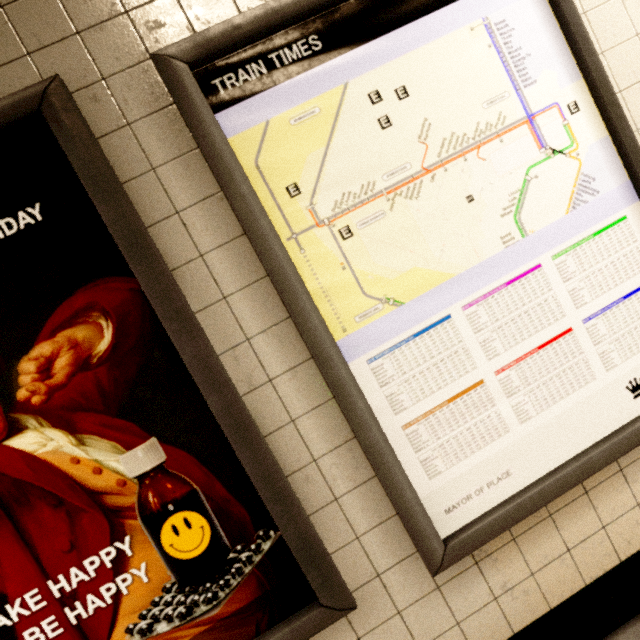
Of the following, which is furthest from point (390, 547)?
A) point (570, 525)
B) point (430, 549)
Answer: point (570, 525)
